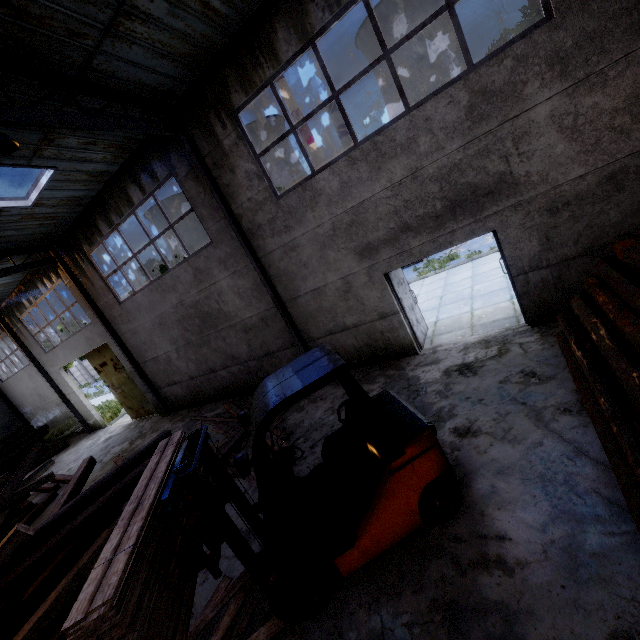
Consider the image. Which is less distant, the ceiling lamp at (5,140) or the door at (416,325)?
the ceiling lamp at (5,140)

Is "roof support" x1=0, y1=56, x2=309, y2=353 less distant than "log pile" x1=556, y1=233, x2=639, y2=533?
No

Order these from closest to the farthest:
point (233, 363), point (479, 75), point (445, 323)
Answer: point (479, 75) < point (445, 323) < point (233, 363)

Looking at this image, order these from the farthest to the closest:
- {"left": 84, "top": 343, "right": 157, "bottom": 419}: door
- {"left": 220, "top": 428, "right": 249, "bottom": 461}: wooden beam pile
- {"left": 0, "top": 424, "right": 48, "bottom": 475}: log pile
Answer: {"left": 0, "top": 424, "right": 48, "bottom": 475}: log pile
{"left": 84, "top": 343, "right": 157, "bottom": 419}: door
{"left": 220, "top": 428, "right": 249, "bottom": 461}: wooden beam pile

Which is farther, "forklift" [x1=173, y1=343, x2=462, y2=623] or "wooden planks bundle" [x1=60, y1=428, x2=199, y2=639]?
"forklift" [x1=173, y1=343, x2=462, y2=623]

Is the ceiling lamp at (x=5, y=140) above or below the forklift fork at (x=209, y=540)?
above

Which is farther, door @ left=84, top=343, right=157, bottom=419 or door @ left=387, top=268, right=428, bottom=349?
door @ left=84, top=343, right=157, bottom=419

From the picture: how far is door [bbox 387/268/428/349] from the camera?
7.74m
